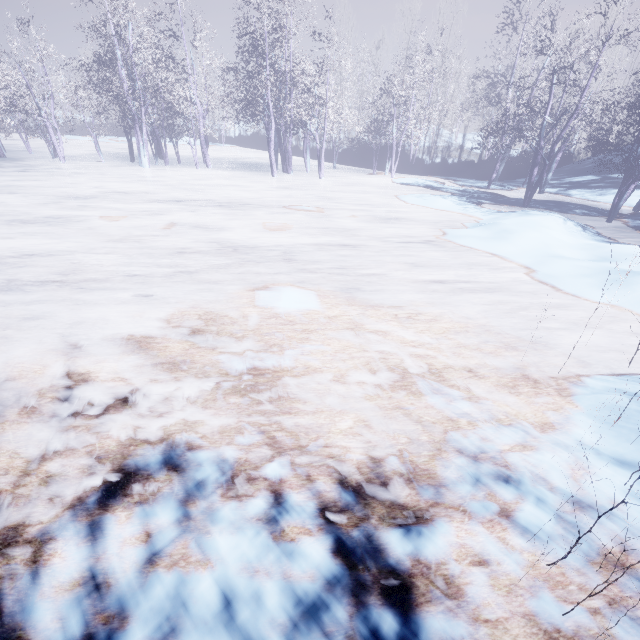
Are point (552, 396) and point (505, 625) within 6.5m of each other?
yes
